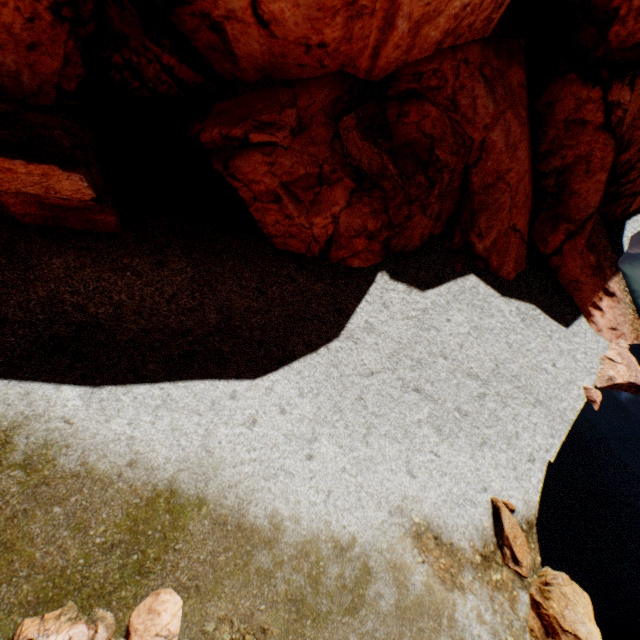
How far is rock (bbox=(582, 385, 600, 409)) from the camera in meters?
11.7 m

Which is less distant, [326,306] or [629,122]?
[326,306]

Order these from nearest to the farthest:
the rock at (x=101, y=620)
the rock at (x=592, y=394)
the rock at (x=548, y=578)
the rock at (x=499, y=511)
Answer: the rock at (x=101, y=620) < the rock at (x=548, y=578) < the rock at (x=499, y=511) < the rock at (x=592, y=394)

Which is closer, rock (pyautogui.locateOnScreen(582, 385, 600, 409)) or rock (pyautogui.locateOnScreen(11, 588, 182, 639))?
rock (pyautogui.locateOnScreen(11, 588, 182, 639))

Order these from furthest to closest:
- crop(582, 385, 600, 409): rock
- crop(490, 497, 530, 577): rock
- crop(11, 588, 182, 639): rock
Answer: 1. crop(582, 385, 600, 409): rock
2. crop(490, 497, 530, 577): rock
3. crop(11, 588, 182, 639): rock

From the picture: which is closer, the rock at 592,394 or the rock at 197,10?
the rock at 197,10
